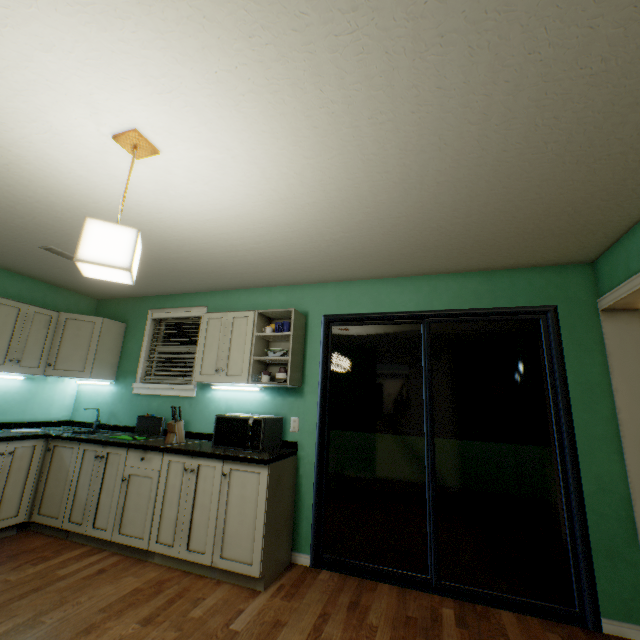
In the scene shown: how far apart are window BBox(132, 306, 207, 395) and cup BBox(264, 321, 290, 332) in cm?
106

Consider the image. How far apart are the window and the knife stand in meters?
0.4

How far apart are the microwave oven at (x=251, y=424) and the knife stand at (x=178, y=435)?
0.4m

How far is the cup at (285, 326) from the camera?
3.00m

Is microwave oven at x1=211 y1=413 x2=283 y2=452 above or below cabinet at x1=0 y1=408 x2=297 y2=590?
above

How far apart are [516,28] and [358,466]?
8.4 meters

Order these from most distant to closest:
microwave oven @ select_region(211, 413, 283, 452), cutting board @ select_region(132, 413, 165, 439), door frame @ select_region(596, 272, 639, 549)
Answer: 1. cutting board @ select_region(132, 413, 165, 439)
2. microwave oven @ select_region(211, 413, 283, 452)
3. door frame @ select_region(596, 272, 639, 549)

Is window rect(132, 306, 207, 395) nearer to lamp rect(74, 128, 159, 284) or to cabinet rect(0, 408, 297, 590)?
cabinet rect(0, 408, 297, 590)
